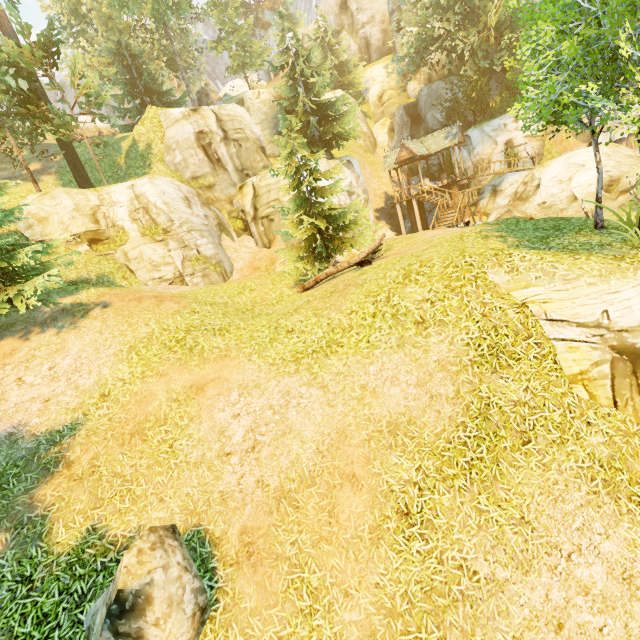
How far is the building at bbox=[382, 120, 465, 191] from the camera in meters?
26.9

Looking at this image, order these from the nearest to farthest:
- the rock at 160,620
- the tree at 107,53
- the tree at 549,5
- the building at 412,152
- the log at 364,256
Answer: the rock at 160,620
the tree at 549,5
the log at 364,256
the tree at 107,53
the building at 412,152

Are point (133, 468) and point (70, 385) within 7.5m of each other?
yes

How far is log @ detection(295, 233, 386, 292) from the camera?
12.36m

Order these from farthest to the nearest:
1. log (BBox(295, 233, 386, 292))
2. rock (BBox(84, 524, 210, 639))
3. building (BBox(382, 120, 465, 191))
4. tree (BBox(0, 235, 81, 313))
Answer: building (BBox(382, 120, 465, 191)) < log (BBox(295, 233, 386, 292)) < tree (BBox(0, 235, 81, 313)) < rock (BBox(84, 524, 210, 639))

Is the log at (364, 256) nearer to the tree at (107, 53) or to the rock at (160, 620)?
the tree at (107, 53)

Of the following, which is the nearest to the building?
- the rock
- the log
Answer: the log

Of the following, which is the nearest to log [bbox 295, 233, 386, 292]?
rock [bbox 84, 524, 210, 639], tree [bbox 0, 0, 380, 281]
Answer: tree [bbox 0, 0, 380, 281]
